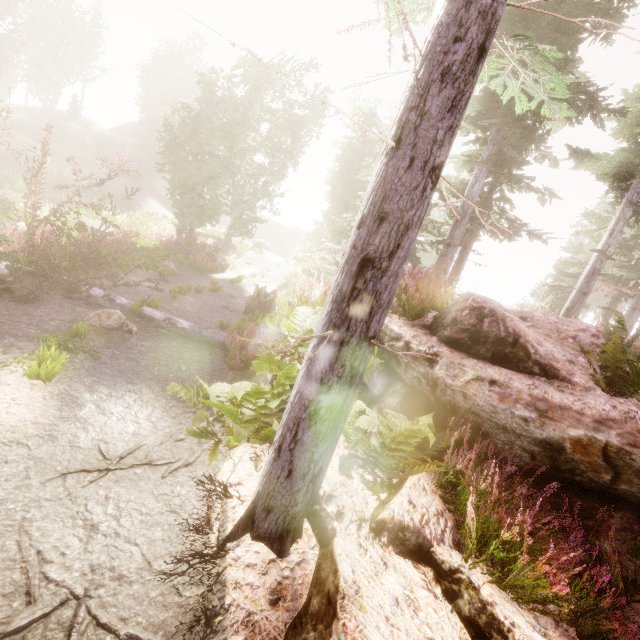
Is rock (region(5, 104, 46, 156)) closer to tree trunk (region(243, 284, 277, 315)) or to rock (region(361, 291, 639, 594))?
tree trunk (region(243, 284, 277, 315))

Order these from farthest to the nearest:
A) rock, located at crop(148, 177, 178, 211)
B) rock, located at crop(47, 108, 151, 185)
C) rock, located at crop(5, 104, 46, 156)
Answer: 1. rock, located at crop(148, 177, 178, 211)
2. rock, located at crop(47, 108, 151, 185)
3. rock, located at crop(5, 104, 46, 156)

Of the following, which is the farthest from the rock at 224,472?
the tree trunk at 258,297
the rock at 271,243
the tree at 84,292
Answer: the rock at 271,243

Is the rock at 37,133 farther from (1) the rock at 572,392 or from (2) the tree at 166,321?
(1) the rock at 572,392

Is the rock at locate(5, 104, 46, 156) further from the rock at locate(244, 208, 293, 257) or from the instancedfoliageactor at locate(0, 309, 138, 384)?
the rock at locate(244, 208, 293, 257)

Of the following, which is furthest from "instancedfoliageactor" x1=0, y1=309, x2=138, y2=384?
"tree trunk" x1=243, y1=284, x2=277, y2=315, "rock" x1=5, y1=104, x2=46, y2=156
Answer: "tree trunk" x1=243, y1=284, x2=277, y2=315

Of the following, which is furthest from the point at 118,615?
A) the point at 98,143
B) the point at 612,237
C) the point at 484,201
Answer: the point at 98,143

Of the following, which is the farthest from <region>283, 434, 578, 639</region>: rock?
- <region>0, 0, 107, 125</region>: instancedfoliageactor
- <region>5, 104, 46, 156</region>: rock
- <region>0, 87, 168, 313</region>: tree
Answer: <region>5, 104, 46, 156</region>: rock
